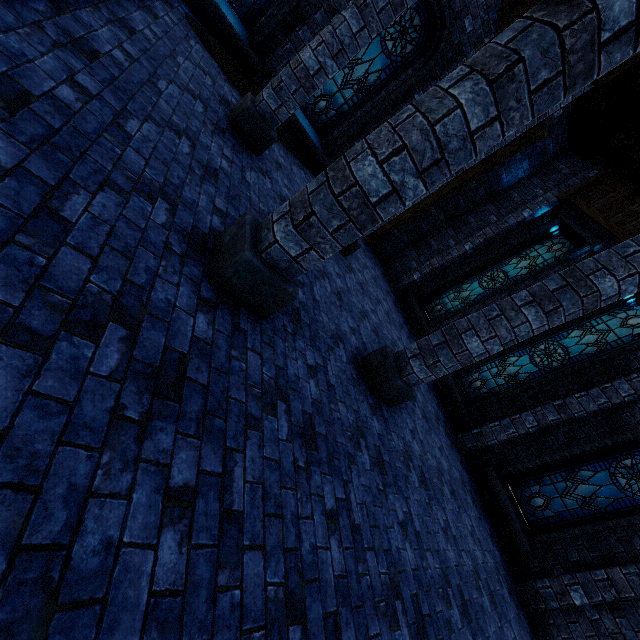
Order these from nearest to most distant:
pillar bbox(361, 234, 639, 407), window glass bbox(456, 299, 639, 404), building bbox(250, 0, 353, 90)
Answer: pillar bbox(361, 234, 639, 407)
building bbox(250, 0, 353, 90)
window glass bbox(456, 299, 639, 404)

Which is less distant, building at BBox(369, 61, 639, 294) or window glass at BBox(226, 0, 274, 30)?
window glass at BBox(226, 0, 274, 30)

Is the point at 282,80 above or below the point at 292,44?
below

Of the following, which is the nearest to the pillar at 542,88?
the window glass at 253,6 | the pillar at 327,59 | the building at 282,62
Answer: the building at 282,62

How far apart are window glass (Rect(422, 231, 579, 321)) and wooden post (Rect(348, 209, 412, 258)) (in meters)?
2.09

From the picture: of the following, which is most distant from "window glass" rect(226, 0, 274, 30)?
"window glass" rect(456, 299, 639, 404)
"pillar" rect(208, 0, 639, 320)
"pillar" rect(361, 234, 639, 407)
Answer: "window glass" rect(456, 299, 639, 404)

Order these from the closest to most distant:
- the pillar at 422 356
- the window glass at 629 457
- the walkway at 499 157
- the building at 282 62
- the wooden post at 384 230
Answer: the pillar at 422 356 < the window glass at 629 457 < the building at 282 62 < the walkway at 499 157 < the wooden post at 384 230

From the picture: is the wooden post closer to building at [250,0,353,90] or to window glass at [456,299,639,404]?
building at [250,0,353,90]
